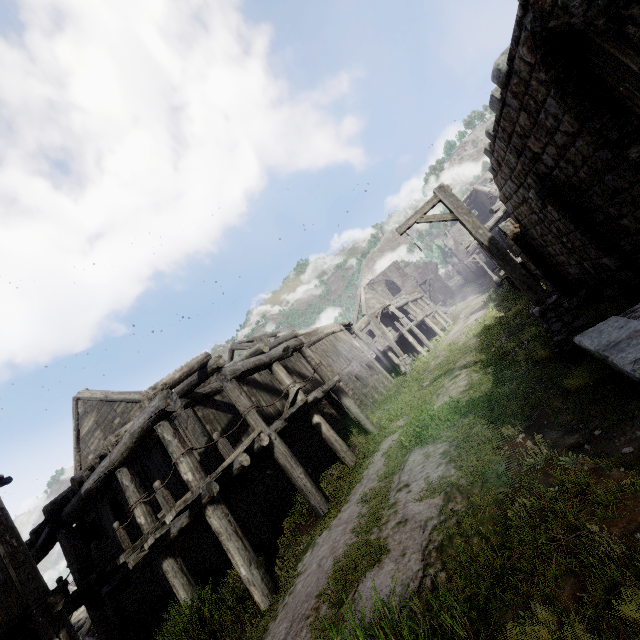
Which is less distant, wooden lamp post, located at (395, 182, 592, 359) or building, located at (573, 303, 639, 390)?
building, located at (573, 303, 639, 390)

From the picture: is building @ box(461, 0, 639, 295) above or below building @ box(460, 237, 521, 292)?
below

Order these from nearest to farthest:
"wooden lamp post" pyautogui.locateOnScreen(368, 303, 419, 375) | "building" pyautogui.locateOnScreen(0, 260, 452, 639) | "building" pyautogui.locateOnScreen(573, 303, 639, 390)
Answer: "building" pyautogui.locateOnScreen(573, 303, 639, 390) < "building" pyautogui.locateOnScreen(0, 260, 452, 639) < "wooden lamp post" pyautogui.locateOnScreen(368, 303, 419, 375)

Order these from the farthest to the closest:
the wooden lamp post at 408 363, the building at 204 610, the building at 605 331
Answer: the wooden lamp post at 408 363 → the building at 204 610 → the building at 605 331

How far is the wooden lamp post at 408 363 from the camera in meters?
Answer: 18.9

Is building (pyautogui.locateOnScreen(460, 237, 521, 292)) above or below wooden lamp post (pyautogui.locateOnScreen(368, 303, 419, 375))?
above

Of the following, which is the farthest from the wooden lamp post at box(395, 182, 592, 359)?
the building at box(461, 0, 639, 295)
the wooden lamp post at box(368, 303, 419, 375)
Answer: the wooden lamp post at box(368, 303, 419, 375)

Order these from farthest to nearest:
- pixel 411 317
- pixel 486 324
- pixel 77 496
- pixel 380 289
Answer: pixel 380 289 → pixel 411 317 → pixel 486 324 → pixel 77 496
